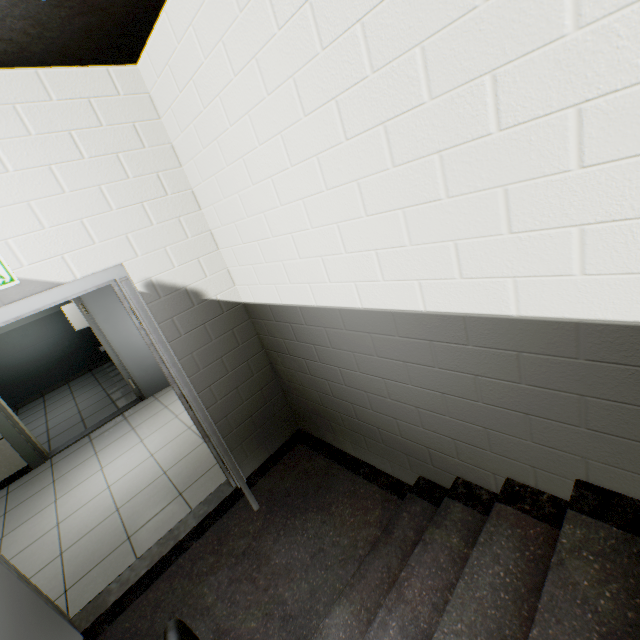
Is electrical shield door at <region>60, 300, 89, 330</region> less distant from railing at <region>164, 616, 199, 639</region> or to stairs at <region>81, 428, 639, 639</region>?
stairs at <region>81, 428, 639, 639</region>

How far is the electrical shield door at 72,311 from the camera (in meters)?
5.91

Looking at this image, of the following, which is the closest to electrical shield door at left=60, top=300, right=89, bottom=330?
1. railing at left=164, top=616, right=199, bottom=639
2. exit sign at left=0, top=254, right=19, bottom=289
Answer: exit sign at left=0, top=254, right=19, bottom=289

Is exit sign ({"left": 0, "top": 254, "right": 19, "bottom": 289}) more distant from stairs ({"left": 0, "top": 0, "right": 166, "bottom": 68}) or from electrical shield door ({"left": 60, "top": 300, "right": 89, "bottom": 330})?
electrical shield door ({"left": 60, "top": 300, "right": 89, "bottom": 330})

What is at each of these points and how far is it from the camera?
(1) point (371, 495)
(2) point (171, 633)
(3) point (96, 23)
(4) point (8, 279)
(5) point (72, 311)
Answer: (1) stairs, 2.5 meters
(2) railing, 0.9 meters
(3) stairs, 1.7 meters
(4) exit sign, 1.9 meters
(5) electrical shield door, 5.9 meters

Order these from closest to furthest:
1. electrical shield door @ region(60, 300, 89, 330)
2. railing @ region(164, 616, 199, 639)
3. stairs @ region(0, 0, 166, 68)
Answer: railing @ region(164, 616, 199, 639), stairs @ region(0, 0, 166, 68), electrical shield door @ region(60, 300, 89, 330)

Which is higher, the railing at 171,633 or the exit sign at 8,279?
the exit sign at 8,279
